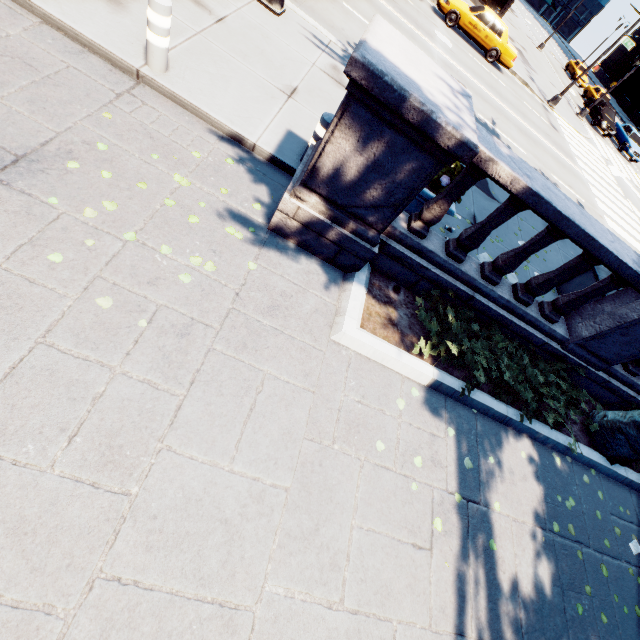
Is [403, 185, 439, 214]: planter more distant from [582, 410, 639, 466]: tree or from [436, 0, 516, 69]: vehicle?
[436, 0, 516, 69]: vehicle

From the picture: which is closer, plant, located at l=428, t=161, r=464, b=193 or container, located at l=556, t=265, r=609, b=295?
plant, located at l=428, t=161, r=464, b=193

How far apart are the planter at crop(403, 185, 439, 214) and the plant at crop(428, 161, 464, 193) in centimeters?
1cm

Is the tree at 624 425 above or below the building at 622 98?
below

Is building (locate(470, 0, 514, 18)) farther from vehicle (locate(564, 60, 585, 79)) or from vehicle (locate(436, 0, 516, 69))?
vehicle (locate(564, 60, 585, 79))

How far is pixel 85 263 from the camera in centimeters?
309cm

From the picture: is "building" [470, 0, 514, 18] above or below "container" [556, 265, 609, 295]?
above

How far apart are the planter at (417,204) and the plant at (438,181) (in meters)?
0.01
